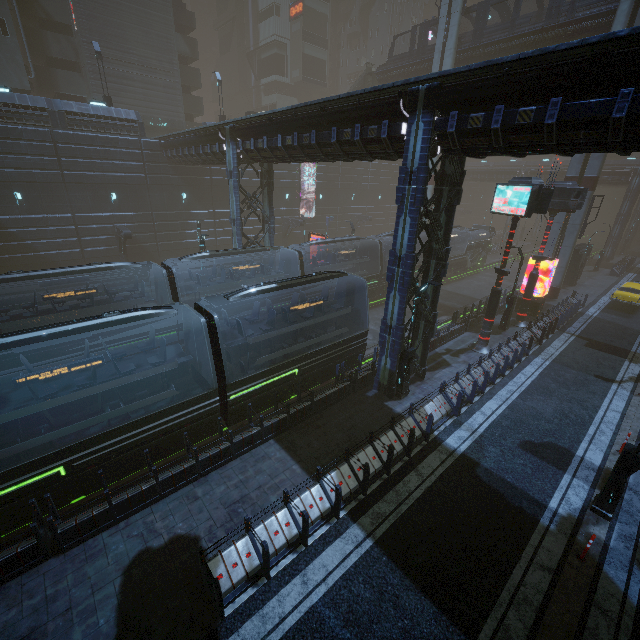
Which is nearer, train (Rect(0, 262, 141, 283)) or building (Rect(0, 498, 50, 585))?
building (Rect(0, 498, 50, 585))

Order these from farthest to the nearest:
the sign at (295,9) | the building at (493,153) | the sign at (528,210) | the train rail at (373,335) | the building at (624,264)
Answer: the sign at (295,9) < the building at (624,264) < the train rail at (373,335) < the sign at (528,210) < the building at (493,153)

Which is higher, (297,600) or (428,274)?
(428,274)

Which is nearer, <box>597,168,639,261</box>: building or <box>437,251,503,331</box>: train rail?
<box>437,251,503,331</box>: train rail

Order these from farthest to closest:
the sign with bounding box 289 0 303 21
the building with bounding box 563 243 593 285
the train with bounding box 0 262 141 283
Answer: the sign with bounding box 289 0 303 21 < the building with bounding box 563 243 593 285 < the train with bounding box 0 262 141 283

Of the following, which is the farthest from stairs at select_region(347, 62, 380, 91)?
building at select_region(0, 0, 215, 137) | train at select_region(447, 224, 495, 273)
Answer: train at select_region(447, 224, 495, 273)

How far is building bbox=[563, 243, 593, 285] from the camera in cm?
3194

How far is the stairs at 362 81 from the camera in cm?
3806
